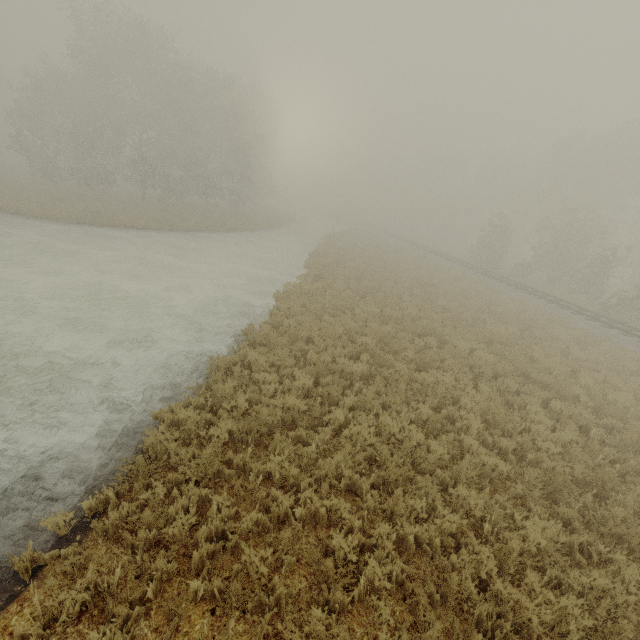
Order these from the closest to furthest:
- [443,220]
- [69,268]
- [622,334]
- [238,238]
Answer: [69,268]
[622,334]
[238,238]
[443,220]
